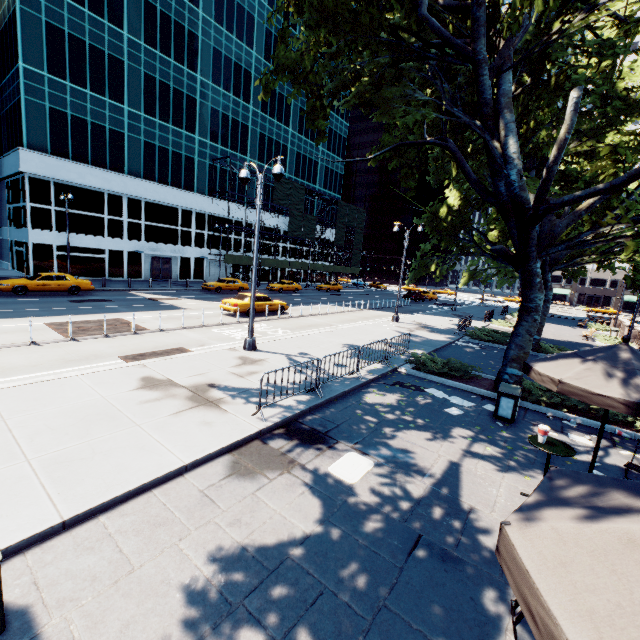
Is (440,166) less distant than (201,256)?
Yes

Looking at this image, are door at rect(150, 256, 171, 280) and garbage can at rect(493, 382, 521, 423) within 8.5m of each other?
no

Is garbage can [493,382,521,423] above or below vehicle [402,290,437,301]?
below

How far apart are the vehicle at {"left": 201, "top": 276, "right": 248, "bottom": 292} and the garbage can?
29.3m

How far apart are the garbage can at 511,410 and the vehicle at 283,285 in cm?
3237

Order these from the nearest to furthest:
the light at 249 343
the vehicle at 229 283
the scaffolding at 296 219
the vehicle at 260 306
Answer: the light at 249 343 < the vehicle at 260 306 < the vehicle at 229 283 < the scaffolding at 296 219

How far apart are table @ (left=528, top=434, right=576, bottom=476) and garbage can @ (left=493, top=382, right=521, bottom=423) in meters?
3.1 m

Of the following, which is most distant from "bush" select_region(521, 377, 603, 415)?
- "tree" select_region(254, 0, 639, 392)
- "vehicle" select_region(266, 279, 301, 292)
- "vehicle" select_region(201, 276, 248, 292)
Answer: "vehicle" select_region(266, 279, 301, 292)
